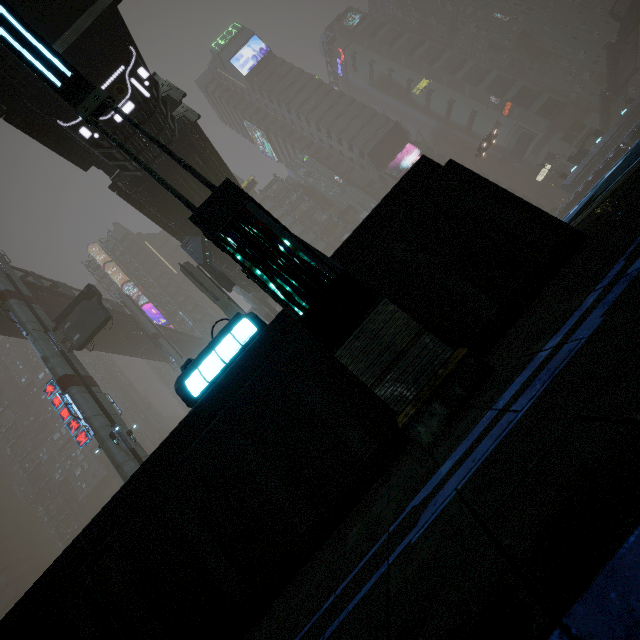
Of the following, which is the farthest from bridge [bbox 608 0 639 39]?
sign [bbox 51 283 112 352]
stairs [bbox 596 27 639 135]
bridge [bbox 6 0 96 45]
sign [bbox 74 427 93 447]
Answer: sign [bbox 51 283 112 352]

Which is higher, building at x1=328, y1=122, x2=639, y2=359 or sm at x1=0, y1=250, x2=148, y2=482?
sm at x1=0, y1=250, x2=148, y2=482

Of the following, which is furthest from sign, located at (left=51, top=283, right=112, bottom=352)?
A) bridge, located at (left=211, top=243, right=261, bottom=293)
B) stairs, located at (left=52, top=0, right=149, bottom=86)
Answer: stairs, located at (left=52, top=0, right=149, bottom=86)

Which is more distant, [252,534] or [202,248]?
[202,248]

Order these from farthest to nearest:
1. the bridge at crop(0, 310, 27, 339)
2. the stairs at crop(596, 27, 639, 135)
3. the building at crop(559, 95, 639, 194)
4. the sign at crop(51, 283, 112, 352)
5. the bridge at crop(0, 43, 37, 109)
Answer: the stairs at crop(596, 27, 639, 135), the building at crop(559, 95, 639, 194), the bridge at crop(0, 310, 27, 339), the sign at crop(51, 283, 112, 352), the bridge at crop(0, 43, 37, 109)

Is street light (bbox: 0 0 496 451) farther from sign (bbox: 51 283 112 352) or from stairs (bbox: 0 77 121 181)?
sign (bbox: 51 283 112 352)

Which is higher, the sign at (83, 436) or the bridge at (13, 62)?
the bridge at (13, 62)

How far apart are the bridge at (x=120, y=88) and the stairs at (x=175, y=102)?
0.0 meters
